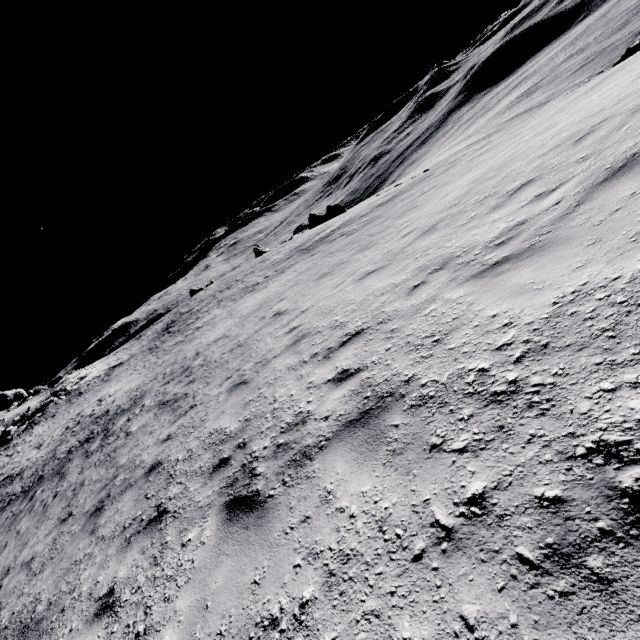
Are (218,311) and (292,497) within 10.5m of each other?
no

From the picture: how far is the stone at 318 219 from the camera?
47.9m

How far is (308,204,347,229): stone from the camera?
47.9m
